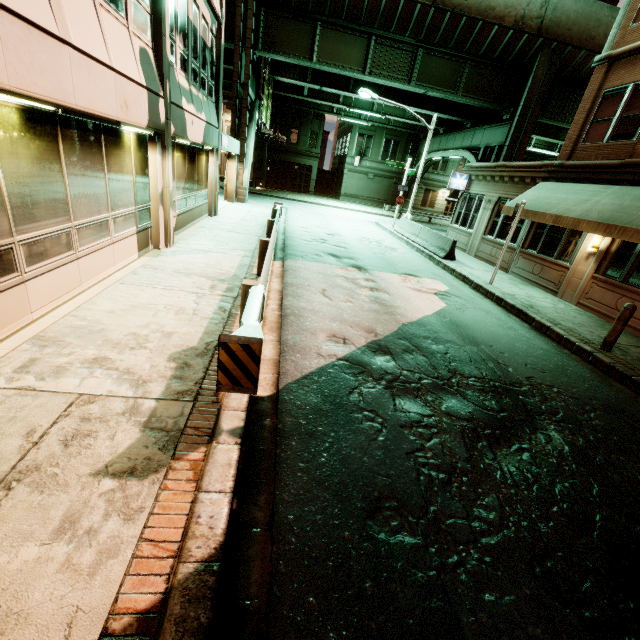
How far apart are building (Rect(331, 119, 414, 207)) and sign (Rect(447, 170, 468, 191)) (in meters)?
24.79

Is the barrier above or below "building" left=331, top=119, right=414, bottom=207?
below

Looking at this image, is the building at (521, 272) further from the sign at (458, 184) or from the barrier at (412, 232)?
the barrier at (412, 232)

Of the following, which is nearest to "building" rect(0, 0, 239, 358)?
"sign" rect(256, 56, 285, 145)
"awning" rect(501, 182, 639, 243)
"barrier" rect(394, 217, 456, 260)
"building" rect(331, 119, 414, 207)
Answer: "sign" rect(256, 56, 285, 145)

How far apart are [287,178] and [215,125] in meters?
31.5 m

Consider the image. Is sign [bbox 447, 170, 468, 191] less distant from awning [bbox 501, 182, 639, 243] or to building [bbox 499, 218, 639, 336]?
building [bbox 499, 218, 639, 336]

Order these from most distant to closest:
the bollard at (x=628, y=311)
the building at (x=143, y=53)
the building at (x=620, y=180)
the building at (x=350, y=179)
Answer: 1. the building at (x=350, y=179)
2. the building at (x=620, y=180)
3. the bollard at (x=628, y=311)
4. the building at (x=143, y=53)

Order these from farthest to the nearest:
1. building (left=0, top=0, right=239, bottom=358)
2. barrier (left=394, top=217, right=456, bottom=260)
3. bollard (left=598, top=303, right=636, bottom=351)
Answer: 1. barrier (left=394, top=217, right=456, bottom=260)
2. bollard (left=598, top=303, right=636, bottom=351)
3. building (left=0, top=0, right=239, bottom=358)
